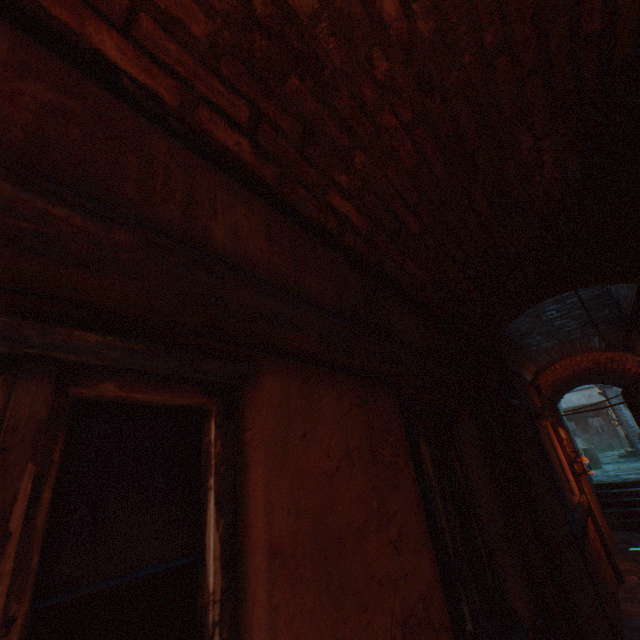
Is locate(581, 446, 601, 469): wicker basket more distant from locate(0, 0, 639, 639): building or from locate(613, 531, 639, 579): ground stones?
locate(613, 531, 639, 579): ground stones

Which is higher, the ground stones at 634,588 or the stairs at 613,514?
the stairs at 613,514

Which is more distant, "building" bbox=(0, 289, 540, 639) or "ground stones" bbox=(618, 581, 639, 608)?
"ground stones" bbox=(618, 581, 639, 608)

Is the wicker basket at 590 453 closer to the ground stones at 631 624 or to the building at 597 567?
the building at 597 567

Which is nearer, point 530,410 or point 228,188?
point 228,188

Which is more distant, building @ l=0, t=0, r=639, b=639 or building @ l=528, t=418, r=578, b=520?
building @ l=528, t=418, r=578, b=520

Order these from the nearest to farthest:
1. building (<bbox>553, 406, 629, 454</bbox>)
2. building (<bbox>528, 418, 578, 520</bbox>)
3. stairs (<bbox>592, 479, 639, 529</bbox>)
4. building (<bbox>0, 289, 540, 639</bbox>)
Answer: building (<bbox>0, 289, 540, 639</bbox>) → building (<bbox>528, 418, 578, 520</bbox>) → stairs (<bbox>592, 479, 639, 529</bbox>) → building (<bbox>553, 406, 629, 454</bbox>)
